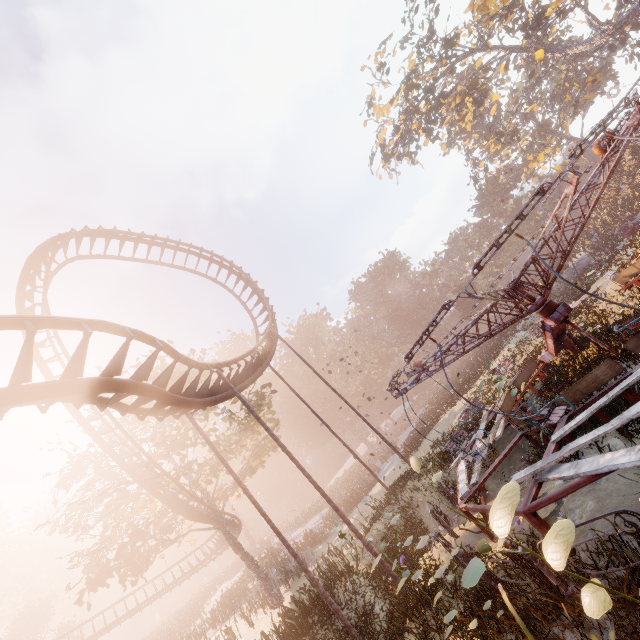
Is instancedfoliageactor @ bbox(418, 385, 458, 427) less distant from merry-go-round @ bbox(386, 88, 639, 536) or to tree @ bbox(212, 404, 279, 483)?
merry-go-round @ bbox(386, 88, 639, 536)

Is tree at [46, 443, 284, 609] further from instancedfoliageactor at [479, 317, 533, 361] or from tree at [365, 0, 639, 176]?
tree at [365, 0, 639, 176]

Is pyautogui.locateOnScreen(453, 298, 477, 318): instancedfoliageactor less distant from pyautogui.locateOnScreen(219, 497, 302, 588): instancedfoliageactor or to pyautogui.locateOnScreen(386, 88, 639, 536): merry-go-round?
pyautogui.locateOnScreen(219, 497, 302, 588): instancedfoliageactor

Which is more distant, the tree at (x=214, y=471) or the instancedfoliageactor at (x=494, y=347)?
the instancedfoliageactor at (x=494, y=347)

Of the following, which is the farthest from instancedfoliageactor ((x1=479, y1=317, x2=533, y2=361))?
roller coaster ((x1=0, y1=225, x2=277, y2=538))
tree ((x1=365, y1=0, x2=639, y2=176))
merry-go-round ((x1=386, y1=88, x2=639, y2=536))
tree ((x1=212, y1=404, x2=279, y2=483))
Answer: tree ((x1=365, y1=0, x2=639, y2=176))

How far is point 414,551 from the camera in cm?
982

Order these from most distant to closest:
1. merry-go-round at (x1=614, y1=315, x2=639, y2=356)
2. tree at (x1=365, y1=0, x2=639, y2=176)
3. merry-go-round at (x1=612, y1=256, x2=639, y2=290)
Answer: tree at (x1=365, y1=0, x2=639, y2=176) → merry-go-round at (x1=612, y1=256, x2=639, y2=290) → merry-go-round at (x1=614, y1=315, x2=639, y2=356)

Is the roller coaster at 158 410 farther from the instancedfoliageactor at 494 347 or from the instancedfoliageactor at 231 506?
the instancedfoliageactor at 494 347
